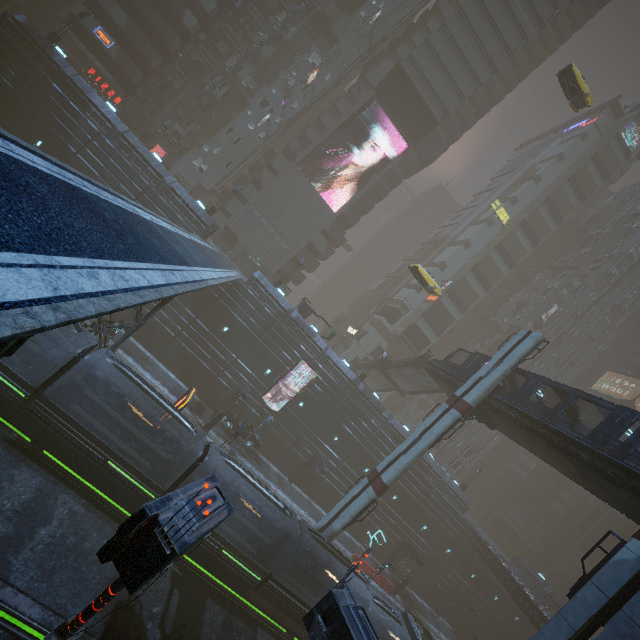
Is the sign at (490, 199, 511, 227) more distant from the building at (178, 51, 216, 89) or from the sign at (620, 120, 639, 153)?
the sign at (620, 120, 639, 153)

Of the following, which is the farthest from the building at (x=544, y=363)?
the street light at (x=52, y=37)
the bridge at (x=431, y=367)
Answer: the bridge at (x=431, y=367)

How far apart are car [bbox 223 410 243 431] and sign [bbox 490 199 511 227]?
55.0 meters

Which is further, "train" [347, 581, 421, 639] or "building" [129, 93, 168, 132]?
"building" [129, 93, 168, 132]

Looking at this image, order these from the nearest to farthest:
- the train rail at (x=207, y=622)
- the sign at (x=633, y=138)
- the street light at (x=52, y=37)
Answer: the train rail at (x=207, y=622), the street light at (x=52, y=37), the sign at (x=633, y=138)

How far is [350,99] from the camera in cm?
4659

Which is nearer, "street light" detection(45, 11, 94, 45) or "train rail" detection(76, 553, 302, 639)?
"train rail" detection(76, 553, 302, 639)

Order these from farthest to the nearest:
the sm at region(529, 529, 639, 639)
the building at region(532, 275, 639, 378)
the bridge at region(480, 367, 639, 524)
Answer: the building at region(532, 275, 639, 378)
the bridge at region(480, 367, 639, 524)
the sm at region(529, 529, 639, 639)
